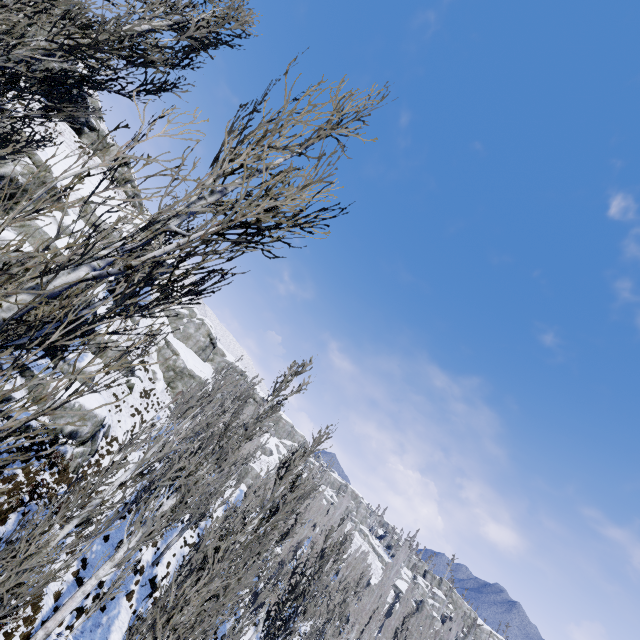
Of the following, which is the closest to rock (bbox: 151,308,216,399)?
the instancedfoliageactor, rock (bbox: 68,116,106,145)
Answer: the instancedfoliageactor

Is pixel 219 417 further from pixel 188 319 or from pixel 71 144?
pixel 188 319

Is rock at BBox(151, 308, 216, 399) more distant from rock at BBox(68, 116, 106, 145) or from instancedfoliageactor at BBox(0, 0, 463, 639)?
rock at BBox(68, 116, 106, 145)

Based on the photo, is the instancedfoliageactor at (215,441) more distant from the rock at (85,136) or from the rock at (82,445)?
the rock at (85,136)

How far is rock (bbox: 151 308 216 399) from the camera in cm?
4331

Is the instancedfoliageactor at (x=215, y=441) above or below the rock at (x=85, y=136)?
below
